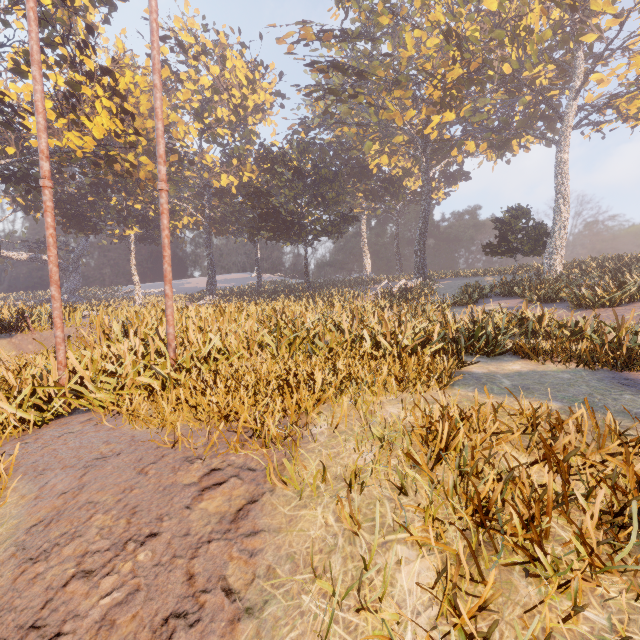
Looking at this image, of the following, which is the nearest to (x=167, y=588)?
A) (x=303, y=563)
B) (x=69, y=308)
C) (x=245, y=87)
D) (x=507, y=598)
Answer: (x=303, y=563)

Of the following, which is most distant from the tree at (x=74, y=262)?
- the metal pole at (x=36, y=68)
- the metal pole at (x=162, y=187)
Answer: the metal pole at (x=162, y=187)

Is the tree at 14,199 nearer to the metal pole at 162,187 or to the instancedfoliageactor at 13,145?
the instancedfoliageactor at 13,145

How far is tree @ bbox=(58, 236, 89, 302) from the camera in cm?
5331

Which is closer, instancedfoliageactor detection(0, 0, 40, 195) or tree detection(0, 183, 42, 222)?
instancedfoliageactor detection(0, 0, 40, 195)

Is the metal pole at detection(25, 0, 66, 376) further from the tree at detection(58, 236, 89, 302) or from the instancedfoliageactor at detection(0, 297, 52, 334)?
the tree at detection(58, 236, 89, 302)

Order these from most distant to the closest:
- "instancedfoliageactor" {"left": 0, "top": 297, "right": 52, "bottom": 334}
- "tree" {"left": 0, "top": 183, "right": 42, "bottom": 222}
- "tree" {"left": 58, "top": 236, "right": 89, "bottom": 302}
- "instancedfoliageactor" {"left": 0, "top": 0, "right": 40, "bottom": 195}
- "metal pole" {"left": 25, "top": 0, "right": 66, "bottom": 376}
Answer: "tree" {"left": 58, "top": 236, "right": 89, "bottom": 302} < "tree" {"left": 0, "top": 183, "right": 42, "bottom": 222} < "instancedfoliageactor" {"left": 0, "top": 0, "right": 40, "bottom": 195} < "instancedfoliageactor" {"left": 0, "top": 297, "right": 52, "bottom": 334} < "metal pole" {"left": 25, "top": 0, "right": 66, "bottom": 376}

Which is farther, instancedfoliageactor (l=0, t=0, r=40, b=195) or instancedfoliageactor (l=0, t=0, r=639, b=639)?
instancedfoliageactor (l=0, t=0, r=40, b=195)
